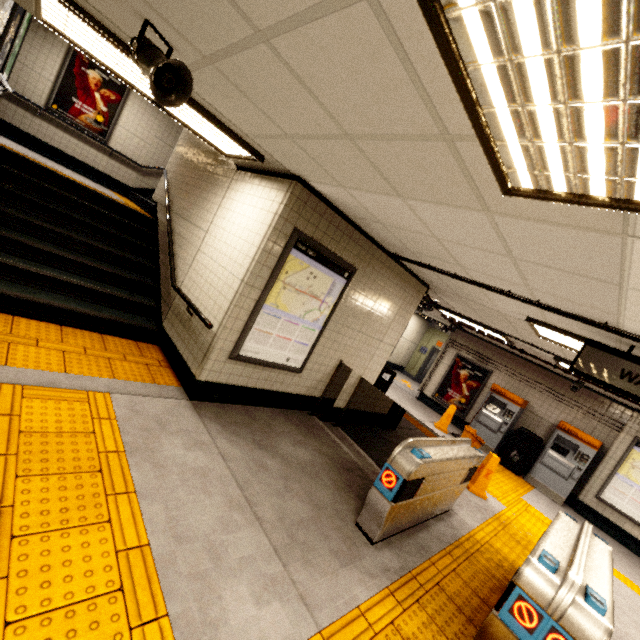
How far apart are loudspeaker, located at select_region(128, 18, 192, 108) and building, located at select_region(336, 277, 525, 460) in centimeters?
449cm

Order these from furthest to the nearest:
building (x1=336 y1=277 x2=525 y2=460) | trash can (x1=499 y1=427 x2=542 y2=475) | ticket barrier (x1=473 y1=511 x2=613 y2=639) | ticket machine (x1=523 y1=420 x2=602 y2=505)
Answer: trash can (x1=499 y1=427 x2=542 y2=475)
ticket machine (x1=523 y1=420 x2=602 y2=505)
building (x1=336 y1=277 x2=525 y2=460)
ticket barrier (x1=473 y1=511 x2=613 y2=639)

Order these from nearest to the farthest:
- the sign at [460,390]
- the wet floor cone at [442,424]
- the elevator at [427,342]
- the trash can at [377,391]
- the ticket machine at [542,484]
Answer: the trash can at [377,391] < the ticket machine at [542,484] < the wet floor cone at [442,424] < the sign at [460,390] < the elevator at [427,342]

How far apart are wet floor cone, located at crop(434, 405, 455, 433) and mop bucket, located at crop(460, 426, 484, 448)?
0.4m

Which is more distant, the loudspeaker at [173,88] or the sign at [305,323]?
the sign at [305,323]

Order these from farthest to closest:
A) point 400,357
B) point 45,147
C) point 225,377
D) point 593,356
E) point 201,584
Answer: point 400,357, point 45,147, point 225,377, point 593,356, point 201,584

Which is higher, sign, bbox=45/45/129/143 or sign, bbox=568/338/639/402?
sign, bbox=45/45/129/143

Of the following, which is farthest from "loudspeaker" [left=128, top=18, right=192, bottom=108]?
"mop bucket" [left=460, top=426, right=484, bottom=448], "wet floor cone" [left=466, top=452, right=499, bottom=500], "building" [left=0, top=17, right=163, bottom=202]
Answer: "mop bucket" [left=460, top=426, right=484, bottom=448]
